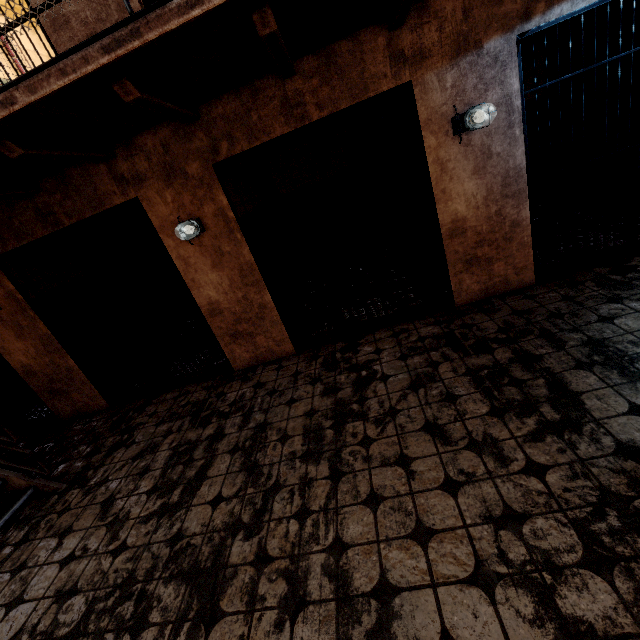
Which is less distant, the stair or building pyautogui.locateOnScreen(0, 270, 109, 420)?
the stair

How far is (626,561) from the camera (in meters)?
1.44

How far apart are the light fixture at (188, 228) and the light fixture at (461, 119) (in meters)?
2.72

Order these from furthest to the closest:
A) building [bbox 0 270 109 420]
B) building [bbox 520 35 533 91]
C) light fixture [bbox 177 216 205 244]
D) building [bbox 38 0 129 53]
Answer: building [bbox 520 35 533 91], building [bbox 0 270 109 420], light fixture [bbox 177 216 205 244], building [bbox 38 0 129 53]

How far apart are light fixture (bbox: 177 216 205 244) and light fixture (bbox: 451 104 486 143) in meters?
Result: 2.7

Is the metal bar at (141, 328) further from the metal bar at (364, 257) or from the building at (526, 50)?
the metal bar at (364, 257)

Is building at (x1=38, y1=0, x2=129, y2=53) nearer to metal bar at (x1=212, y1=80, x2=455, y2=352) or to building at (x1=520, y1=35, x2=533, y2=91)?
building at (x1=520, y1=35, x2=533, y2=91)

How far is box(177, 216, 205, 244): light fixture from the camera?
3.5 meters
